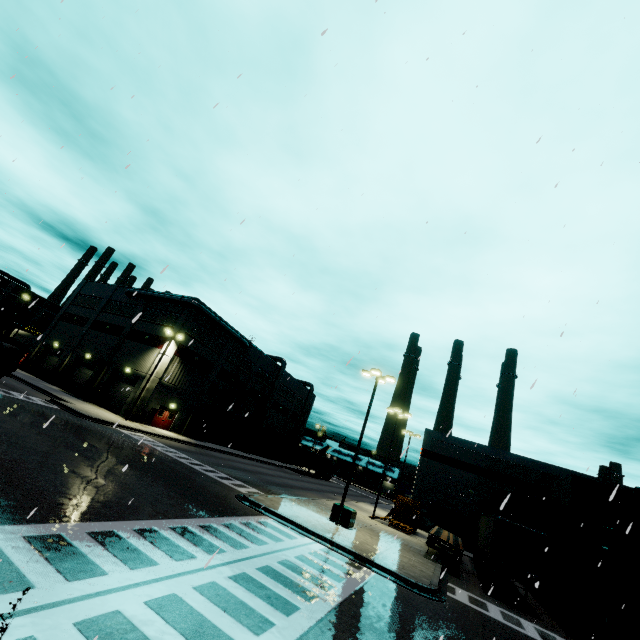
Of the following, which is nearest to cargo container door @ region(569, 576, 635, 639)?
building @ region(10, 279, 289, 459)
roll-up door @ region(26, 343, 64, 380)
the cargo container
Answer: the cargo container

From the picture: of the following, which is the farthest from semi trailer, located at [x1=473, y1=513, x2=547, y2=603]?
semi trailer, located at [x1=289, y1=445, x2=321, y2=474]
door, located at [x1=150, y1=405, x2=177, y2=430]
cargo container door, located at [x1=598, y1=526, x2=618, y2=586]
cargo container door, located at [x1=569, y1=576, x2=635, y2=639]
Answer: semi trailer, located at [x1=289, y1=445, x2=321, y2=474]

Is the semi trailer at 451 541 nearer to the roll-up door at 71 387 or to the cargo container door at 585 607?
the roll-up door at 71 387

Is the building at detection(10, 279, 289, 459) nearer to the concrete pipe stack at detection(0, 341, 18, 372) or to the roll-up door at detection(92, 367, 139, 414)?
the roll-up door at detection(92, 367, 139, 414)

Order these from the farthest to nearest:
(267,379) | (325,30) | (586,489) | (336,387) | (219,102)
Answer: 1. (267,379)
2. (586,489)
3. (336,387)
4. (219,102)
5. (325,30)

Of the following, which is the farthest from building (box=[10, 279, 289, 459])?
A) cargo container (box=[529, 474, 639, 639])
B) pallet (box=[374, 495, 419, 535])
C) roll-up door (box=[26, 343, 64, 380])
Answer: cargo container (box=[529, 474, 639, 639])

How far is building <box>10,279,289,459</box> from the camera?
36.7 meters

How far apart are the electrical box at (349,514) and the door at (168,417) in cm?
2424
